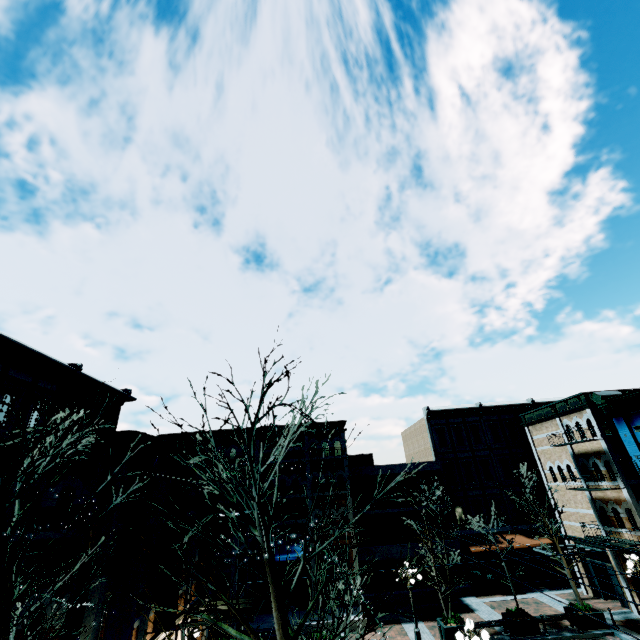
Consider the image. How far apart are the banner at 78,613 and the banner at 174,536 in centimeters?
305cm

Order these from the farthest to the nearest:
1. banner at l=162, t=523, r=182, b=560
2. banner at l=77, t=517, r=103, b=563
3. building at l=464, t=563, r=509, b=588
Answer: building at l=464, t=563, r=509, b=588 → banner at l=162, t=523, r=182, b=560 → banner at l=77, t=517, r=103, b=563

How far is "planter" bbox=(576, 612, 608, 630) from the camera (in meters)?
16.81

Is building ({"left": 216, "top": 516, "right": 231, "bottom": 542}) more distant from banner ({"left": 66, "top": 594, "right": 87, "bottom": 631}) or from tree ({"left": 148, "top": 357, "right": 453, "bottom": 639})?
tree ({"left": 148, "top": 357, "right": 453, "bottom": 639})

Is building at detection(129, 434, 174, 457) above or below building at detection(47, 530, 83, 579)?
above

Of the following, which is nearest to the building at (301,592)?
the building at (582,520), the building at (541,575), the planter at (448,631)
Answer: the planter at (448,631)

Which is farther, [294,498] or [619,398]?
[294,498]

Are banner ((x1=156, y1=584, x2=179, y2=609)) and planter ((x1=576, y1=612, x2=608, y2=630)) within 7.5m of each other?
no
